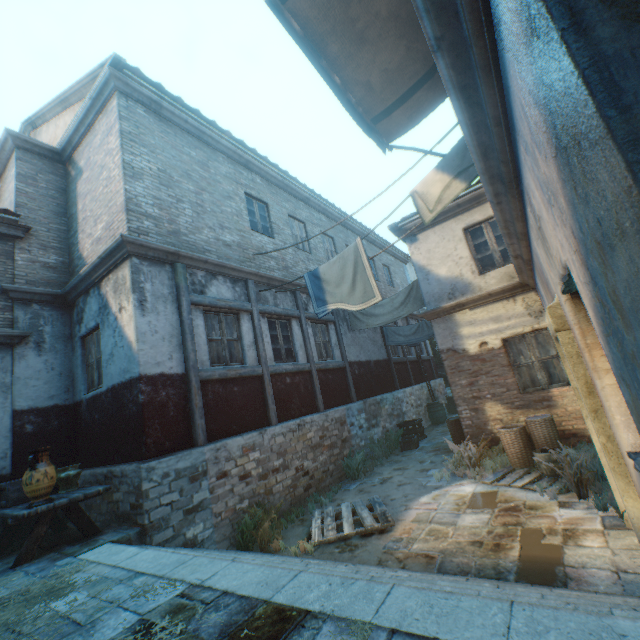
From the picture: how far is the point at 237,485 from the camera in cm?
630

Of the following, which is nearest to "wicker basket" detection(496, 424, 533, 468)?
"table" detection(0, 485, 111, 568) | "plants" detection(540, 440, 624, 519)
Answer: "plants" detection(540, 440, 624, 519)

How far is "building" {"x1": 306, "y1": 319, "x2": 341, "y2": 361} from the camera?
10.2 meters

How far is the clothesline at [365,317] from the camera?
5.50m

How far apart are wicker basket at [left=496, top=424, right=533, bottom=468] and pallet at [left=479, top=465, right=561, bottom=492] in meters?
0.0 m

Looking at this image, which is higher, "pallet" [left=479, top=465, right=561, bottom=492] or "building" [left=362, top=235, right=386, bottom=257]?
"building" [left=362, top=235, right=386, bottom=257]

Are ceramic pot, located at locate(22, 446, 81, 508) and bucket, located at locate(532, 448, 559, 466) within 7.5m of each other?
no

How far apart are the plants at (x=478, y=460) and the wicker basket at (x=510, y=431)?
0.02m
